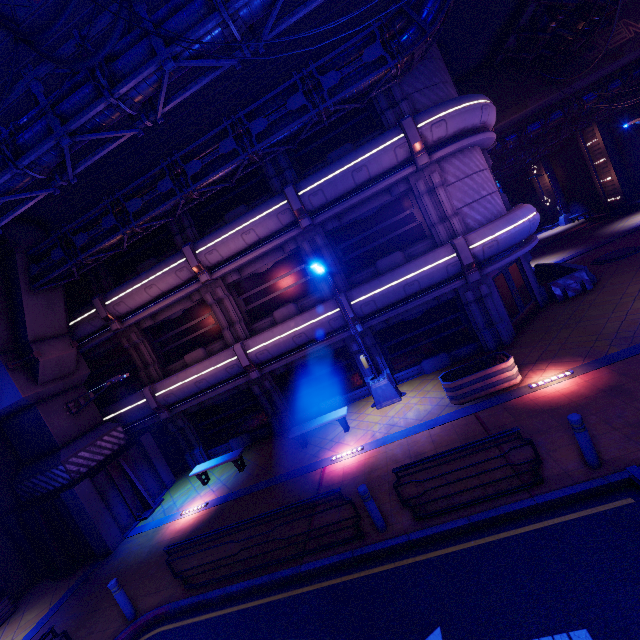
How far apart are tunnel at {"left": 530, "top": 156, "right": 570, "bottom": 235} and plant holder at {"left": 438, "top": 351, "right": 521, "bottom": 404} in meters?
34.1

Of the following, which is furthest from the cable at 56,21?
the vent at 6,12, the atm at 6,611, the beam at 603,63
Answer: the beam at 603,63

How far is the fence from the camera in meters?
14.3

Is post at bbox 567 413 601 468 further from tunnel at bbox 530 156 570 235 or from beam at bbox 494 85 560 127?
tunnel at bbox 530 156 570 235

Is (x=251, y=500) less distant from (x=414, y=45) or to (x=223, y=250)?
(x=223, y=250)

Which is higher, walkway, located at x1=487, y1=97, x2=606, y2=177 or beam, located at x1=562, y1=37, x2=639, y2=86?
beam, located at x1=562, y1=37, x2=639, y2=86

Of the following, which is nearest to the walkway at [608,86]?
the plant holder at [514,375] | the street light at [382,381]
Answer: the street light at [382,381]

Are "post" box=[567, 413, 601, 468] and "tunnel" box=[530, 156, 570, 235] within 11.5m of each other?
no
